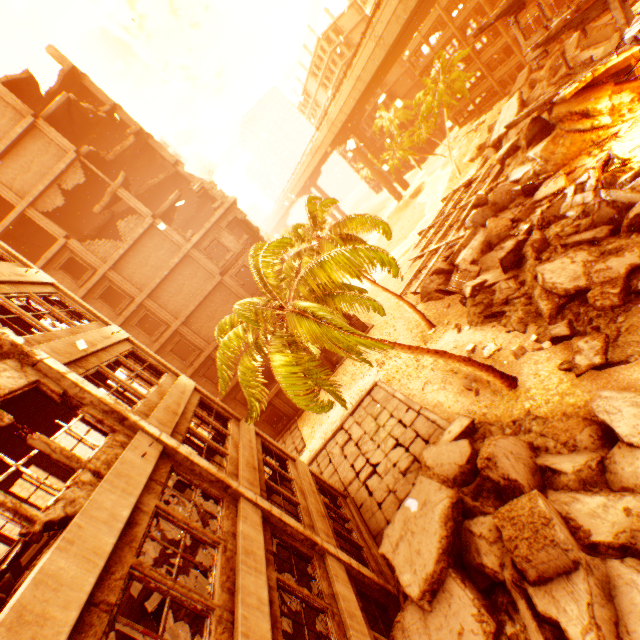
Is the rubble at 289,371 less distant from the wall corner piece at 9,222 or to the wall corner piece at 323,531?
the wall corner piece at 323,531

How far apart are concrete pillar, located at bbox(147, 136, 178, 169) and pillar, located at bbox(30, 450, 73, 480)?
24.5 meters

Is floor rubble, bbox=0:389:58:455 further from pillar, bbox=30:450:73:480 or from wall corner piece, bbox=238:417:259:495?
wall corner piece, bbox=238:417:259:495

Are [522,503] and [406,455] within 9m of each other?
yes

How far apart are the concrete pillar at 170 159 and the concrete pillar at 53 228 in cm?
1017

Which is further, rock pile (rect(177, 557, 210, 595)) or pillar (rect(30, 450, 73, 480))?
pillar (rect(30, 450, 73, 480))

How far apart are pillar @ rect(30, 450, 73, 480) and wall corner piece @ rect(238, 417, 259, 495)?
5.7 meters

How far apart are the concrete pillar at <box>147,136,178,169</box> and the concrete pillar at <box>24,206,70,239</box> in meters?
10.2
